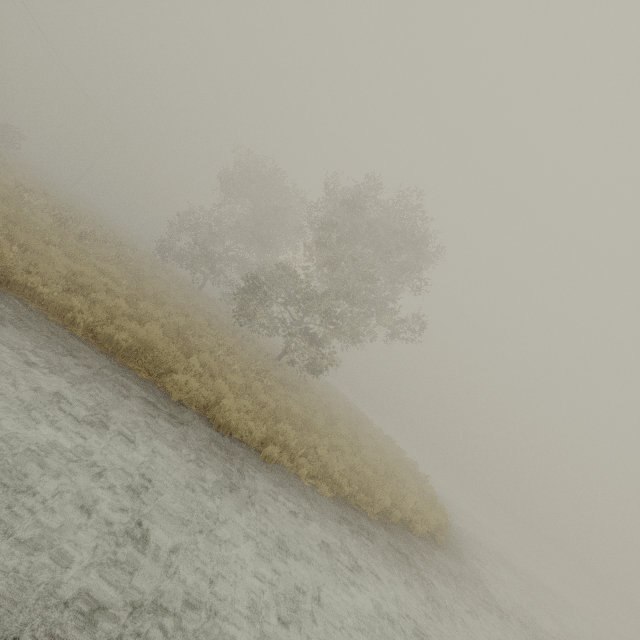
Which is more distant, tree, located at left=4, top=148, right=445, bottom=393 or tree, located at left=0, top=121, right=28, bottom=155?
tree, located at left=0, top=121, right=28, bottom=155

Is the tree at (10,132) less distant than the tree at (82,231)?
No

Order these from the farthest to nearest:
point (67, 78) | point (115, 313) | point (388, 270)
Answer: point (67, 78) → point (388, 270) → point (115, 313)
